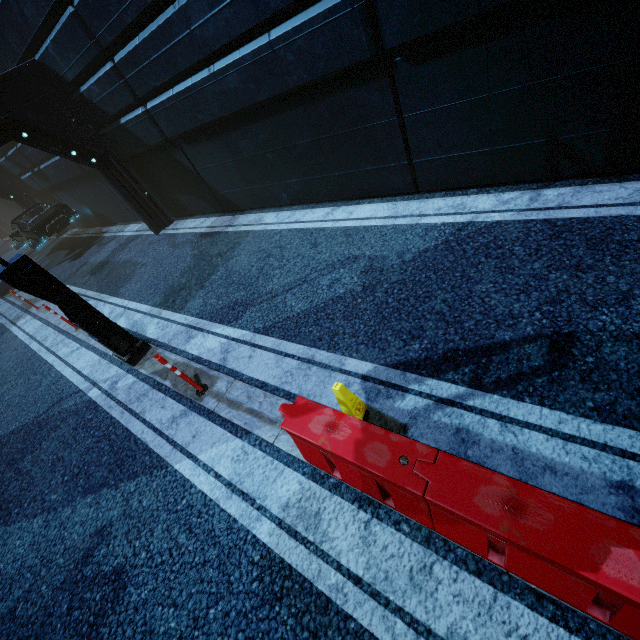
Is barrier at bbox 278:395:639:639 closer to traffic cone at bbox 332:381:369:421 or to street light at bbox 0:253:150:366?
traffic cone at bbox 332:381:369:421

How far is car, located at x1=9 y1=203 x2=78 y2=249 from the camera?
13.7m

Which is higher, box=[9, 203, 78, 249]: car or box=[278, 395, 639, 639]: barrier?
box=[9, 203, 78, 249]: car

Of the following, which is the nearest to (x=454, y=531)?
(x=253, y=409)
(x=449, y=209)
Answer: (x=253, y=409)

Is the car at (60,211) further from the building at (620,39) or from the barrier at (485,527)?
the barrier at (485,527)

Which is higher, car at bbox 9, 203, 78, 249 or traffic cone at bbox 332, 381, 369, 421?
car at bbox 9, 203, 78, 249

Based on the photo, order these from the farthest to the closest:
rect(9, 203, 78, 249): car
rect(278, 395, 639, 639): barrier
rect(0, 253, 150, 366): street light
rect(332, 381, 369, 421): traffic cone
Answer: rect(9, 203, 78, 249): car < rect(0, 253, 150, 366): street light < rect(332, 381, 369, 421): traffic cone < rect(278, 395, 639, 639): barrier

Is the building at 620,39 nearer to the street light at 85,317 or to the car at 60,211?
A: the car at 60,211
